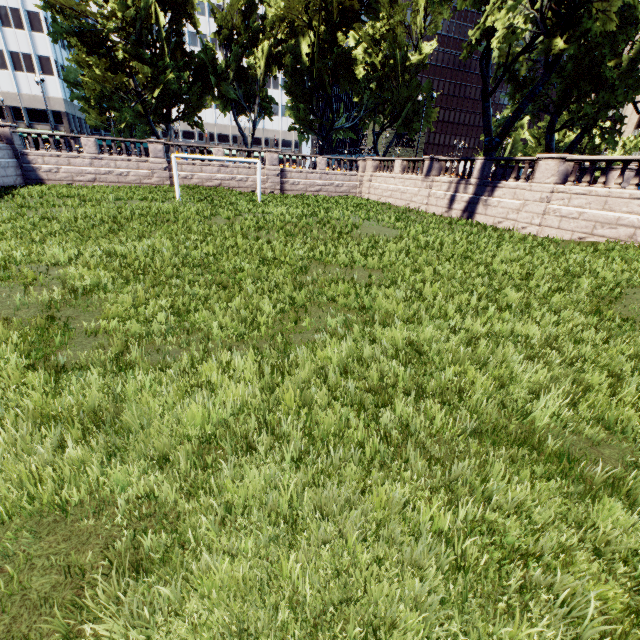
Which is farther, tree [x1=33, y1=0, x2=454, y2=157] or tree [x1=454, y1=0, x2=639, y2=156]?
tree [x1=33, y1=0, x2=454, y2=157]

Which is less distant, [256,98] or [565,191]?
[565,191]

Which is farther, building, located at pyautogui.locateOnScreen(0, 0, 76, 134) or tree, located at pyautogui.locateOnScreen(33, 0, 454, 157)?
building, located at pyautogui.locateOnScreen(0, 0, 76, 134)

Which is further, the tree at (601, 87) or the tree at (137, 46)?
the tree at (137, 46)

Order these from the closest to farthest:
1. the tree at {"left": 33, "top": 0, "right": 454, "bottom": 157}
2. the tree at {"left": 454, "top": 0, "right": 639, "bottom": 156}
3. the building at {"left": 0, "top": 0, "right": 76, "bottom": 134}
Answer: the tree at {"left": 454, "top": 0, "right": 639, "bottom": 156} < the tree at {"left": 33, "top": 0, "right": 454, "bottom": 157} < the building at {"left": 0, "top": 0, "right": 76, "bottom": 134}

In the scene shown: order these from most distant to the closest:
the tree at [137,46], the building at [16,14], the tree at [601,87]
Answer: the building at [16,14], the tree at [137,46], the tree at [601,87]
